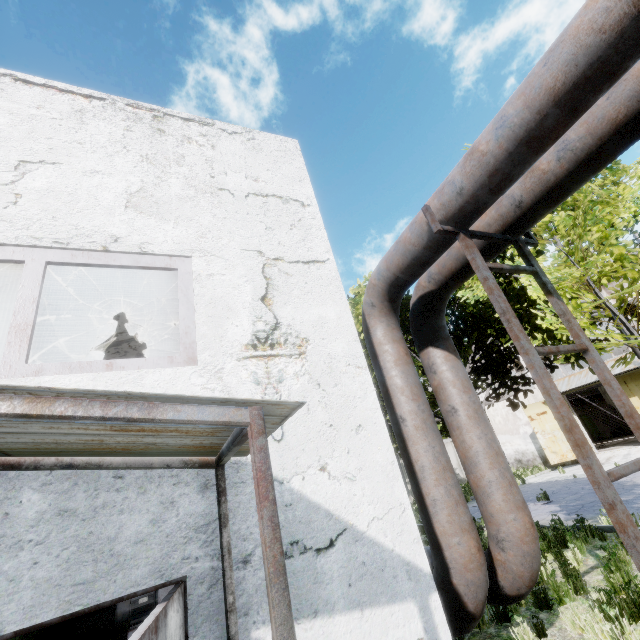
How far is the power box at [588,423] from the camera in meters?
30.0

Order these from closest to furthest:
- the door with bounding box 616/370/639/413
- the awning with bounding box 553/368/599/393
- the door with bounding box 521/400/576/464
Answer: the door with bounding box 616/370/639/413 < the awning with bounding box 553/368/599/393 < the door with bounding box 521/400/576/464

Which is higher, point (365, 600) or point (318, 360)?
point (318, 360)

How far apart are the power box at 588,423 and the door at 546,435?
12.4m

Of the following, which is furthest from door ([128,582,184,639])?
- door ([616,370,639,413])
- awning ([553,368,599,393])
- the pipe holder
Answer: door ([616,370,639,413])

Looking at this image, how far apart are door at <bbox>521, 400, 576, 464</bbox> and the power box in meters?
12.4 m

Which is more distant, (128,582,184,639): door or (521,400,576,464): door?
(521,400,576,464): door

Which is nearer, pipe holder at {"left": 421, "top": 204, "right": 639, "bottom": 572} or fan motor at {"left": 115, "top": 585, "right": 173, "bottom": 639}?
pipe holder at {"left": 421, "top": 204, "right": 639, "bottom": 572}
